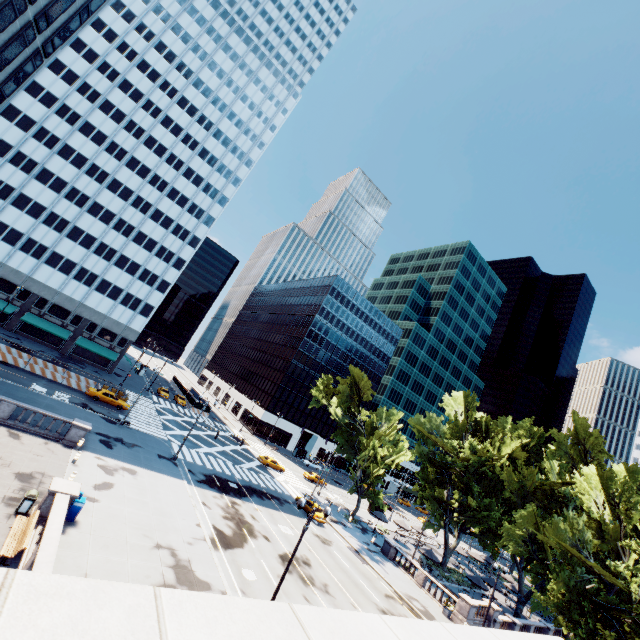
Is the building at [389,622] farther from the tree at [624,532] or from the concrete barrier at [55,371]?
the tree at [624,532]

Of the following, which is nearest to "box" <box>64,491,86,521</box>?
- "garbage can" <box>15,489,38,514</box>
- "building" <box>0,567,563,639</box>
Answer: "garbage can" <box>15,489,38,514</box>

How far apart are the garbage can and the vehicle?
26.40m

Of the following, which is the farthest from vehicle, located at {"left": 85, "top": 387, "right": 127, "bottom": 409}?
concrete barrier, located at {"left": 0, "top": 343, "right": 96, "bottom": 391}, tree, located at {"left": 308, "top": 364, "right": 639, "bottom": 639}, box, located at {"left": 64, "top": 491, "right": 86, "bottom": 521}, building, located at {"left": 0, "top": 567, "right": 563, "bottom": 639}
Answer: box, located at {"left": 64, "top": 491, "right": 86, "bottom": 521}

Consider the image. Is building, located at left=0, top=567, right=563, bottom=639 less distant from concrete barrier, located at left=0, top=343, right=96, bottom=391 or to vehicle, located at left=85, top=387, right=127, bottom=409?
concrete barrier, located at left=0, top=343, right=96, bottom=391

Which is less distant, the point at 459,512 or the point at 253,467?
the point at 253,467

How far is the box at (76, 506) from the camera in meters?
17.5 m

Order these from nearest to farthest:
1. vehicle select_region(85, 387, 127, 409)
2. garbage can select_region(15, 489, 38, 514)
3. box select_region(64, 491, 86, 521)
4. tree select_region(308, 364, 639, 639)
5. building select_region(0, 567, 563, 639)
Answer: building select_region(0, 567, 563, 639), garbage can select_region(15, 489, 38, 514), box select_region(64, 491, 86, 521), tree select_region(308, 364, 639, 639), vehicle select_region(85, 387, 127, 409)
